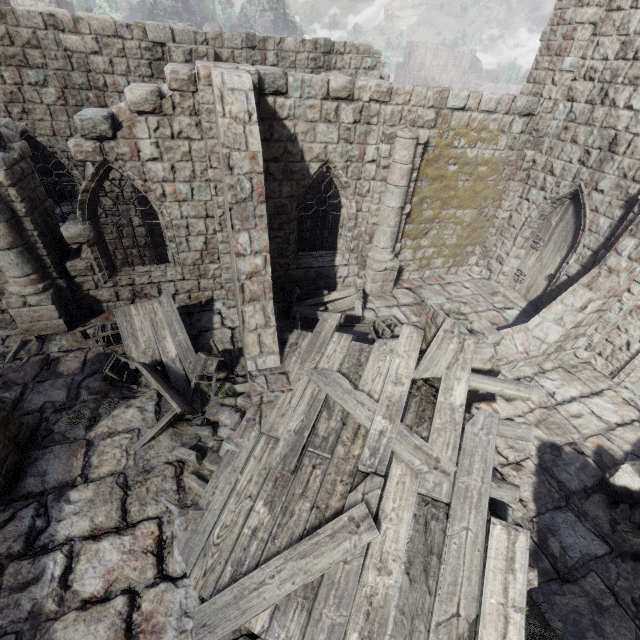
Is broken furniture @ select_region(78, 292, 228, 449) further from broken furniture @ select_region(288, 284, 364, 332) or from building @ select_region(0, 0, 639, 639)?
broken furniture @ select_region(288, 284, 364, 332)

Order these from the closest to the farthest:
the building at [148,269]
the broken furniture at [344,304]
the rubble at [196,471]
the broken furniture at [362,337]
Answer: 1. the building at [148,269]
2. the rubble at [196,471]
3. the broken furniture at [362,337]
4. the broken furniture at [344,304]

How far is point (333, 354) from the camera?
7.0 meters

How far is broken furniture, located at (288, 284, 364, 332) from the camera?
9.7 meters

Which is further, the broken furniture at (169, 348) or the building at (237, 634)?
the broken furniture at (169, 348)

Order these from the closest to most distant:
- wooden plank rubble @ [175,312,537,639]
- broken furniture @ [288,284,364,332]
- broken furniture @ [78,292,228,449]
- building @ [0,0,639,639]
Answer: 1. wooden plank rubble @ [175,312,537,639]
2. building @ [0,0,639,639]
3. broken furniture @ [78,292,228,449]
4. broken furniture @ [288,284,364,332]

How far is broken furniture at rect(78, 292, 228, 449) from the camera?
7.03m

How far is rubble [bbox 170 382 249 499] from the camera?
6.0m
